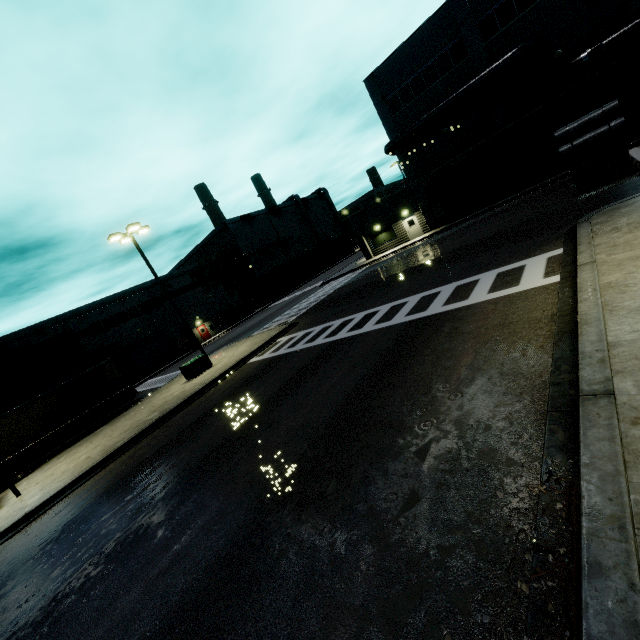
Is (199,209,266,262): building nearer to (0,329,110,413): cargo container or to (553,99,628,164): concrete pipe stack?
(0,329,110,413): cargo container

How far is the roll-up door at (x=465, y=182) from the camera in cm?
2700

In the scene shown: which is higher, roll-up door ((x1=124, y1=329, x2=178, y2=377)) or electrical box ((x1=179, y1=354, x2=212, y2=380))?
roll-up door ((x1=124, y1=329, x2=178, y2=377))

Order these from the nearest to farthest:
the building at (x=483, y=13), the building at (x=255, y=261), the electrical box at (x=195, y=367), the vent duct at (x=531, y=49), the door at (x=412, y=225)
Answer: the electrical box at (x=195, y=367) → the building at (x=483, y=13) → the vent duct at (x=531, y=49) → the door at (x=412, y=225) → the building at (x=255, y=261)

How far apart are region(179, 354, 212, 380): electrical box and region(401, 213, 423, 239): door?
23.4m

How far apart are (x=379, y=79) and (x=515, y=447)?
33.6m

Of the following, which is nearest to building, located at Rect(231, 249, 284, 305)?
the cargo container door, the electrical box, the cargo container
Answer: the cargo container

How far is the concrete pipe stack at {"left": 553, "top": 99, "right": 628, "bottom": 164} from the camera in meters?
13.8 m
